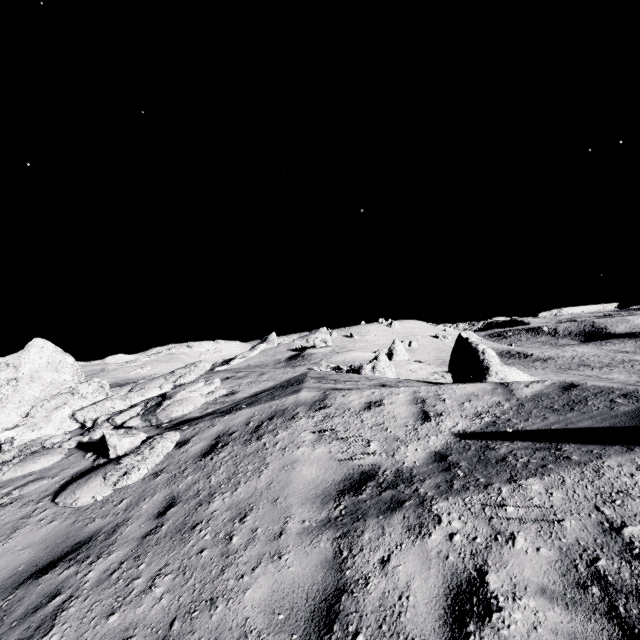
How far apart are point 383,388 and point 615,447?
4.21m

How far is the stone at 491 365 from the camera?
10.8 meters

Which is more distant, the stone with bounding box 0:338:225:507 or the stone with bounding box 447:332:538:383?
the stone with bounding box 447:332:538:383

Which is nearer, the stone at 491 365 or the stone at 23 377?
the stone at 23 377

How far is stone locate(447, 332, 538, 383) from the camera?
10.84m
